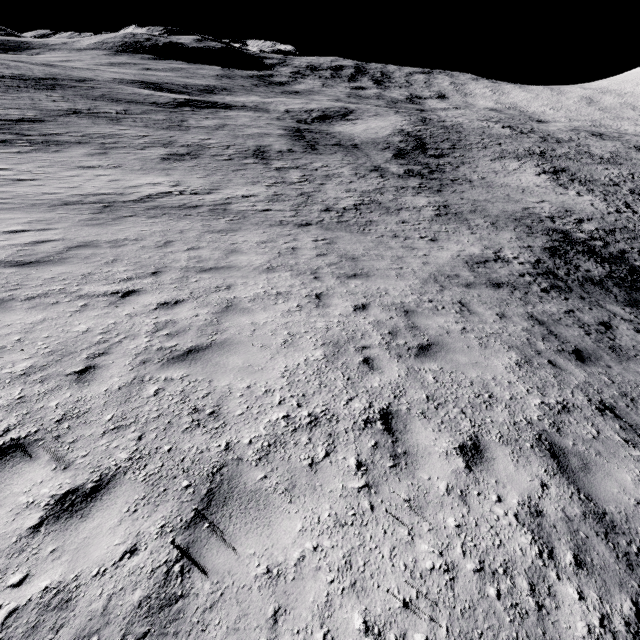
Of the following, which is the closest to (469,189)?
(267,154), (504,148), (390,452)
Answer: (267,154)
